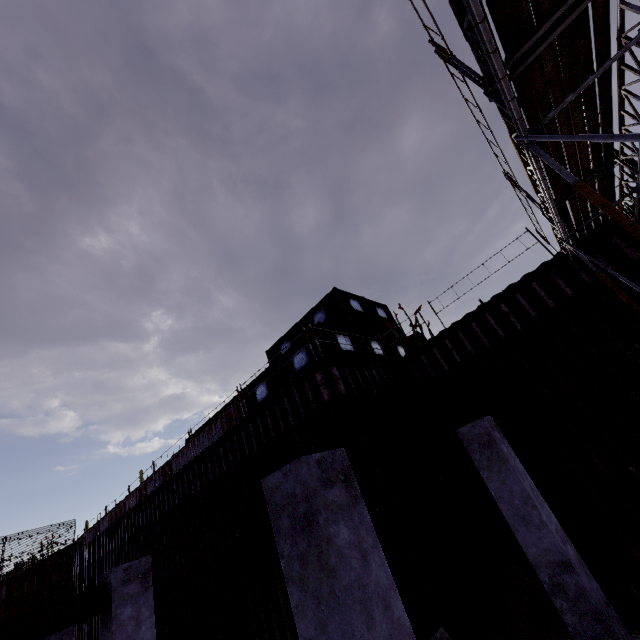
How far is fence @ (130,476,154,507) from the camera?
20.9 meters

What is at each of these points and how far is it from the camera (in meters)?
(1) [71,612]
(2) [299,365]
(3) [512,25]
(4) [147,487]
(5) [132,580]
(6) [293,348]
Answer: (1) steel beam, 4.91
(2) cargo container, 13.24
(3) scaffolding, 3.58
(4) fence, 21.30
(5) concrete column, 5.34
(6) cargo container, 13.69

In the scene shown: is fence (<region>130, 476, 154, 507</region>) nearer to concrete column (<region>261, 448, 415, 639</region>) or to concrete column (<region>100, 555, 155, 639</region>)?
concrete column (<region>100, 555, 155, 639</region>)

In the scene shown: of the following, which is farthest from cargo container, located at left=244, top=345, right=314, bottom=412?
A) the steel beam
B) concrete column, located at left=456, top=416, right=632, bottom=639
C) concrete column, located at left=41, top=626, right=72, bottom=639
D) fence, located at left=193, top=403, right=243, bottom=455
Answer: the steel beam

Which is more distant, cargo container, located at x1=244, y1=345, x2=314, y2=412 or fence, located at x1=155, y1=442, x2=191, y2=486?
fence, located at x1=155, y1=442, x2=191, y2=486

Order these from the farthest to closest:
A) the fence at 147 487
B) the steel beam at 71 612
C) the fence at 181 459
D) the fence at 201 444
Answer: the fence at 147 487, the fence at 181 459, the fence at 201 444, the steel beam at 71 612

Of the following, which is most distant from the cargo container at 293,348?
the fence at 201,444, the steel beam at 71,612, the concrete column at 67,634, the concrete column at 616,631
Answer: the steel beam at 71,612

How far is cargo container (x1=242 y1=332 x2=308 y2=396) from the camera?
13.39m
